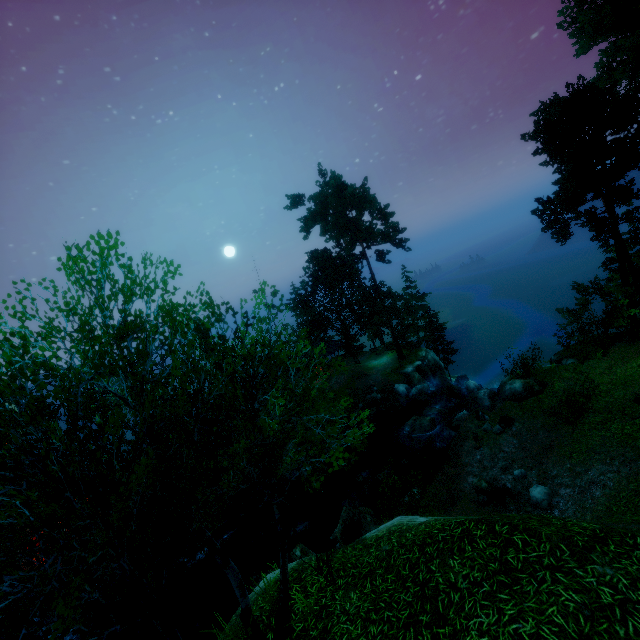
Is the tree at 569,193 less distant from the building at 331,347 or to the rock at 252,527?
the building at 331,347

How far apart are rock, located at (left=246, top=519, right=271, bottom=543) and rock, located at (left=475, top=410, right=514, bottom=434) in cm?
1424

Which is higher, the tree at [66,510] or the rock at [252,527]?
the tree at [66,510]

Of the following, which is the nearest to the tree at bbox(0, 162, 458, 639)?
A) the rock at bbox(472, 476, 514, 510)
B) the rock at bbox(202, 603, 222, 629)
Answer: the rock at bbox(472, 476, 514, 510)

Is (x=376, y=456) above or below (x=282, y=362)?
below

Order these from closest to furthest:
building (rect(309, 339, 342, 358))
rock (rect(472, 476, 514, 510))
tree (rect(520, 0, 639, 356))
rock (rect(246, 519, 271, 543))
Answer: rock (rect(472, 476, 514, 510)) → tree (rect(520, 0, 639, 356)) → rock (rect(246, 519, 271, 543)) → building (rect(309, 339, 342, 358))

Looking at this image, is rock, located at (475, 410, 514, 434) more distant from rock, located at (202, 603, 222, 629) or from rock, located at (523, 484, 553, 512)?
rock, located at (202, 603, 222, 629)

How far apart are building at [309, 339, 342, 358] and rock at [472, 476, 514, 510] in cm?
2547
